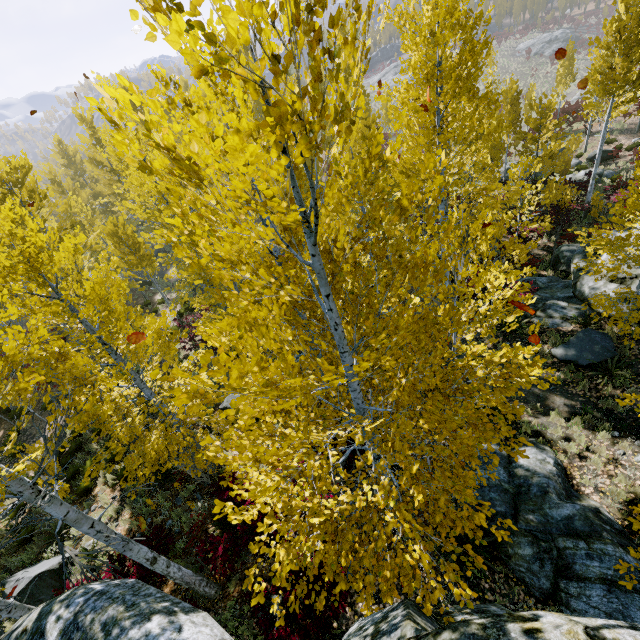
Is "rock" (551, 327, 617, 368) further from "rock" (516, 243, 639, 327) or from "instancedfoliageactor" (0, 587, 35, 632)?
"rock" (516, 243, 639, 327)

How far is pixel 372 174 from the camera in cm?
1071

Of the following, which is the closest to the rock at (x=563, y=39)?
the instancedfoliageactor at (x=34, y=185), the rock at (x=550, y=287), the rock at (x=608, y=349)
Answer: the instancedfoliageactor at (x=34, y=185)

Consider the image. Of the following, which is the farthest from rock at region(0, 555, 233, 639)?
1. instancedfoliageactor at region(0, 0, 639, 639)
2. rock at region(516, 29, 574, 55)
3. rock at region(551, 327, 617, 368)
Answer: rock at region(516, 29, 574, 55)

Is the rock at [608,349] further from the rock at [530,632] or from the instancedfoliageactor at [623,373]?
the rock at [530,632]

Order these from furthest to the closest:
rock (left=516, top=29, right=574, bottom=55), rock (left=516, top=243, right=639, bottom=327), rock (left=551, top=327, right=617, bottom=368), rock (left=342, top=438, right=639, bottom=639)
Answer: rock (left=516, top=29, right=574, bottom=55), rock (left=516, top=243, right=639, bottom=327), rock (left=551, top=327, right=617, bottom=368), rock (left=342, top=438, right=639, bottom=639)

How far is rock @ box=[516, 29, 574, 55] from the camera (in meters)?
56.28
